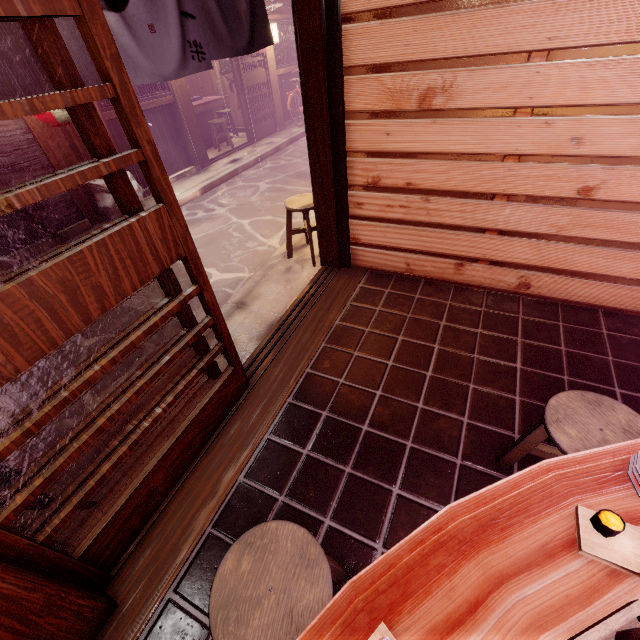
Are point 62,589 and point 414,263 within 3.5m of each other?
no

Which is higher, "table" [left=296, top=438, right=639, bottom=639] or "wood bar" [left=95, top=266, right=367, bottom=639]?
"table" [left=296, top=438, right=639, bottom=639]

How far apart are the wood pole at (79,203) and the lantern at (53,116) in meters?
0.9 m

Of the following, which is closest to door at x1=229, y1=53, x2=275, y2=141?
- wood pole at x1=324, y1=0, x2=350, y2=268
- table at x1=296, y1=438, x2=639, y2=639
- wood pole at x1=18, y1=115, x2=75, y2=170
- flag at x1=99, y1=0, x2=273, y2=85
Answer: wood pole at x1=18, y1=115, x2=75, y2=170

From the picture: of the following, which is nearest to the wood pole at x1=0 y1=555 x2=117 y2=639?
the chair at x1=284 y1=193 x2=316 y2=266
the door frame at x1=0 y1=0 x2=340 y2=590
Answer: the door frame at x1=0 y1=0 x2=340 y2=590

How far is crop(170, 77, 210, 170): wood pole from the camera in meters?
13.0 m

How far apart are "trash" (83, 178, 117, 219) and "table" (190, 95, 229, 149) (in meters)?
7.02

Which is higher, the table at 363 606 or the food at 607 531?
the food at 607 531
